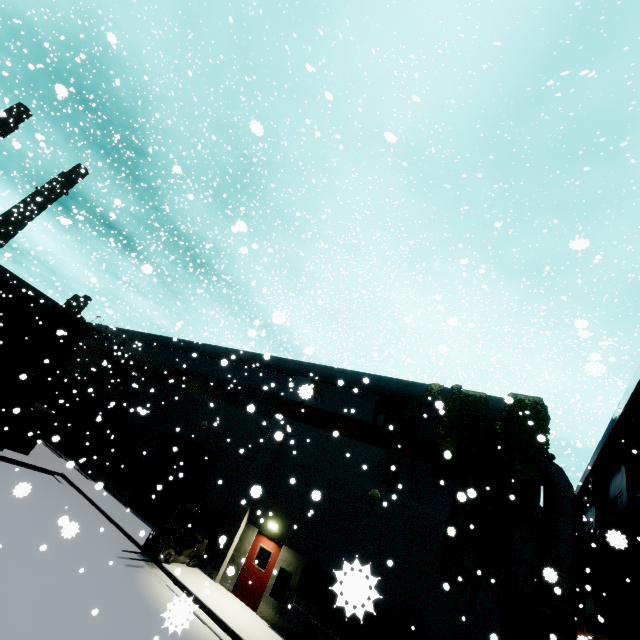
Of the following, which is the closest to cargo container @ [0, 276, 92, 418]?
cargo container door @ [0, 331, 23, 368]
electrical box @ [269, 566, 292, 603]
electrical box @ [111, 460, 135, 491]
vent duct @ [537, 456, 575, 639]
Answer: cargo container door @ [0, 331, 23, 368]

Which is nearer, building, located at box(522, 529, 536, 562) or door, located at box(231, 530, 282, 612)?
building, located at box(522, 529, 536, 562)

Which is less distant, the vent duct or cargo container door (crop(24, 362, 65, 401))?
the vent duct

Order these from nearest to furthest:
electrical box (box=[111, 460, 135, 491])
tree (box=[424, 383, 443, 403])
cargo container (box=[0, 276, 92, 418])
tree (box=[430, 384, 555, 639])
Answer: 1. tree (box=[430, 384, 555, 639])
2. tree (box=[424, 383, 443, 403])
3. cargo container (box=[0, 276, 92, 418])
4. electrical box (box=[111, 460, 135, 491])

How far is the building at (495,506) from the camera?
11.38m

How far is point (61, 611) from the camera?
7.8 meters

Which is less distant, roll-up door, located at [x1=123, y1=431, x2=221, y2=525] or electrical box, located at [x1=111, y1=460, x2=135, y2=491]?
roll-up door, located at [x1=123, y1=431, x2=221, y2=525]

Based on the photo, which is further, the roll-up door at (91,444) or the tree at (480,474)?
the roll-up door at (91,444)
